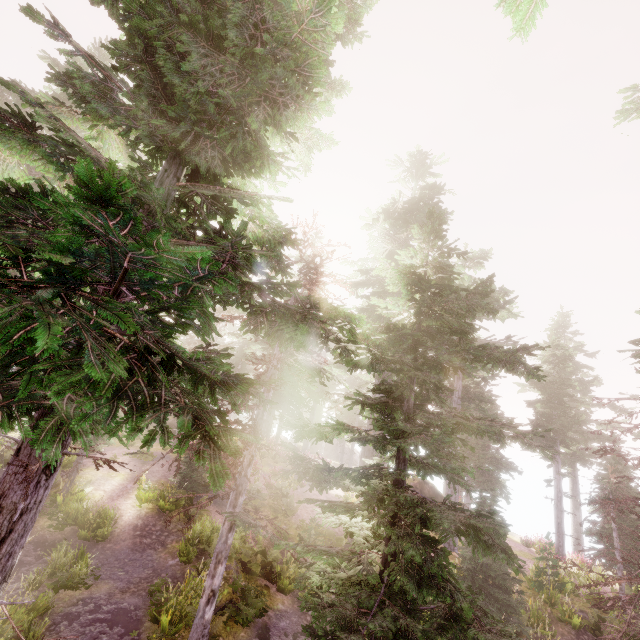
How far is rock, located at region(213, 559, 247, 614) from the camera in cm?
1049

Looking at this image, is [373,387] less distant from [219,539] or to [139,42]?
[219,539]

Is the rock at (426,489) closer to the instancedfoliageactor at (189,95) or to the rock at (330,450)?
the instancedfoliageactor at (189,95)

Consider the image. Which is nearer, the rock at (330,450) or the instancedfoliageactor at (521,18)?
the instancedfoliageactor at (521,18)

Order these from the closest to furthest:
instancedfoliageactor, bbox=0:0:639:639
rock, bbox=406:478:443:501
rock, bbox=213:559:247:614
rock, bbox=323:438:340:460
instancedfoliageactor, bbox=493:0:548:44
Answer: instancedfoliageactor, bbox=0:0:639:639 < instancedfoliageactor, bbox=493:0:548:44 < rock, bbox=213:559:247:614 < rock, bbox=406:478:443:501 < rock, bbox=323:438:340:460

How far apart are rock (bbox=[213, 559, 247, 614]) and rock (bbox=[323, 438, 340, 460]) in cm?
3814

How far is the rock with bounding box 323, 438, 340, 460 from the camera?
48.9m

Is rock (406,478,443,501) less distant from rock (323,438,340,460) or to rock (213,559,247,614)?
rock (323,438,340,460)
